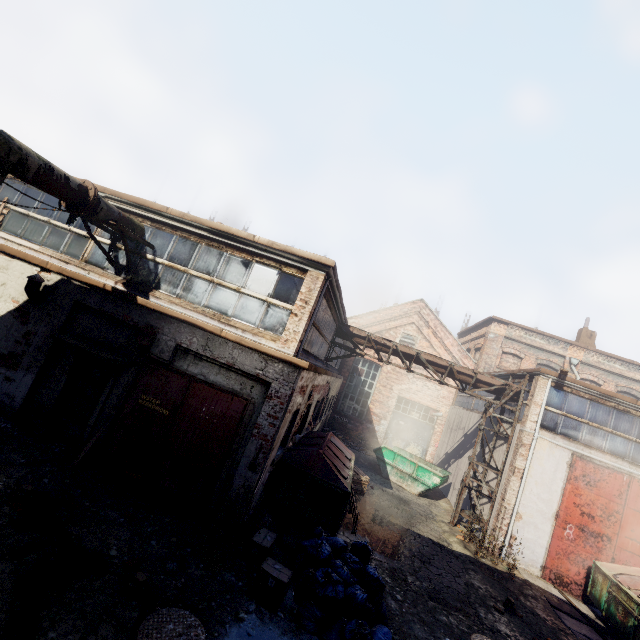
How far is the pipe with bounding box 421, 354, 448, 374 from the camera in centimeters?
1330cm

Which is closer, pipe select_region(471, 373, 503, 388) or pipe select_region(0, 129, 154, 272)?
pipe select_region(0, 129, 154, 272)

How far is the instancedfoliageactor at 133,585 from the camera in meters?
4.5 m

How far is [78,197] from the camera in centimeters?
668cm

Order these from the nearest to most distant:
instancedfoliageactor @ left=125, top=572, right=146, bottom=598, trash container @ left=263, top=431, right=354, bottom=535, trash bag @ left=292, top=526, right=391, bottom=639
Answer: instancedfoliageactor @ left=125, top=572, right=146, bottom=598
trash bag @ left=292, top=526, right=391, bottom=639
trash container @ left=263, top=431, right=354, bottom=535

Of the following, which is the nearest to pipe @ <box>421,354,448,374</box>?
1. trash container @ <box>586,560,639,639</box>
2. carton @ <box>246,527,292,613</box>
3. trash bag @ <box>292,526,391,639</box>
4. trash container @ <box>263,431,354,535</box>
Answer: trash container @ <box>263,431,354,535</box>

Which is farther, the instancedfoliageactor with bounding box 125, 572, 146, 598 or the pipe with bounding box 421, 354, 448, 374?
the pipe with bounding box 421, 354, 448, 374

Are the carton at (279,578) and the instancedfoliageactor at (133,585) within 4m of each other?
yes
